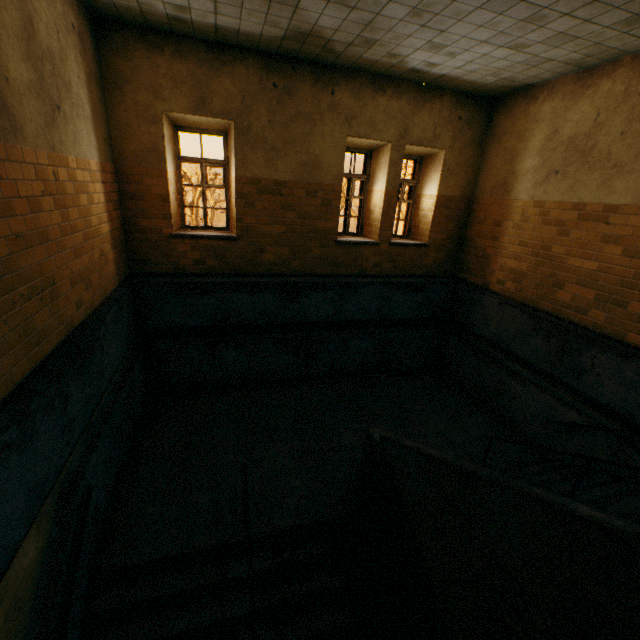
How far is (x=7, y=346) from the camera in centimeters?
264cm
